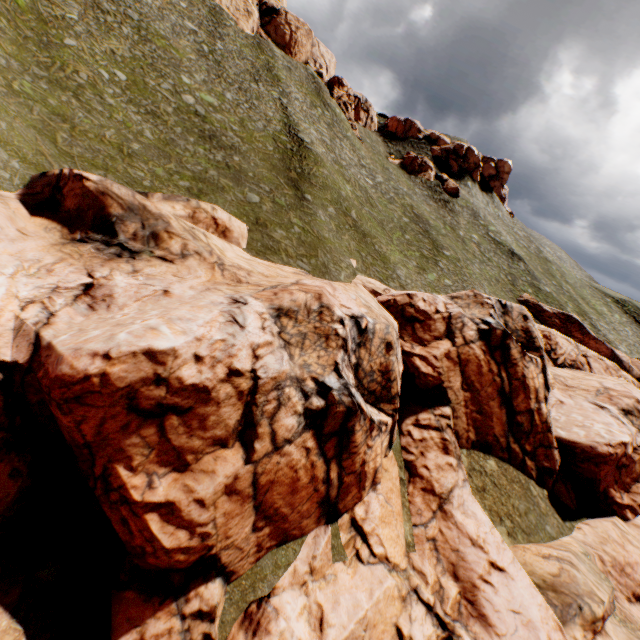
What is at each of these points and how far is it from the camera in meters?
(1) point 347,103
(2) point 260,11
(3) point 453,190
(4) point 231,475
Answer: (1) rock, 55.1 m
(2) rock, 52.1 m
(3) rock, 57.0 m
(4) rock, 10.0 m

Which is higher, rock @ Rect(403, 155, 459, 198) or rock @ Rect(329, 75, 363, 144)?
rock @ Rect(329, 75, 363, 144)

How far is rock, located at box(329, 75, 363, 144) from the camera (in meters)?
54.31

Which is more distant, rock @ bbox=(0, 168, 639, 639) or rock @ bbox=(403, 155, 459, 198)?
rock @ bbox=(403, 155, 459, 198)

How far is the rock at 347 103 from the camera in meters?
54.3

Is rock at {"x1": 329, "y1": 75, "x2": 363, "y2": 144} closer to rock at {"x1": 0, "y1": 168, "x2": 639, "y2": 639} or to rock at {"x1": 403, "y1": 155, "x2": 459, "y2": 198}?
rock at {"x1": 403, "y1": 155, "x2": 459, "y2": 198}

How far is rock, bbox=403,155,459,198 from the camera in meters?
57.1

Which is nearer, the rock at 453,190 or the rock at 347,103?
the rock at 347,103
